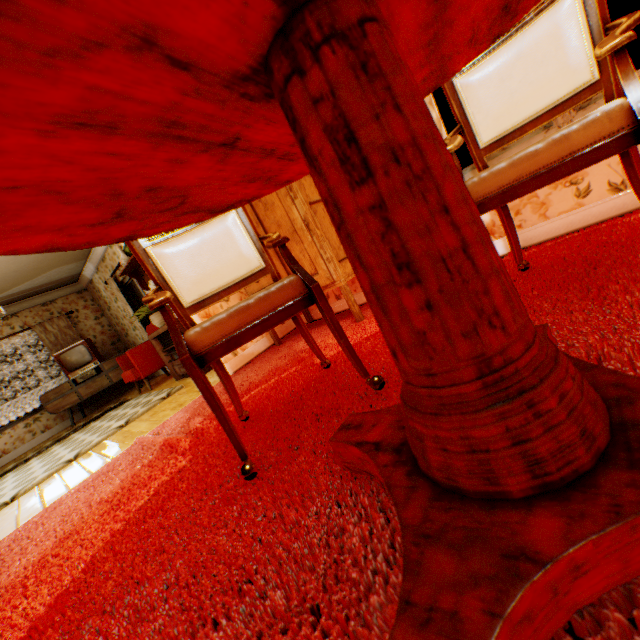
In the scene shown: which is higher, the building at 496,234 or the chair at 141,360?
the chair at 141,360

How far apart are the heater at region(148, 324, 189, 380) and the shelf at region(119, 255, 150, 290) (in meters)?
0.72

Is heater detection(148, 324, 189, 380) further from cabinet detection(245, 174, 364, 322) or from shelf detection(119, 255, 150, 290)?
cabinet detection(245, 174, 364, 322)

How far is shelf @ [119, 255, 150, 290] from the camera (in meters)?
5.01

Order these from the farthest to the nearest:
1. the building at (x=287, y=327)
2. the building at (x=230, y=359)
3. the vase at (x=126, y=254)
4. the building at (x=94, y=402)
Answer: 1. the building at (x=94, y=402)
2. the vase at (x=126, y=254)
3. the building at (x=287, y=327)
4. the building at (x=230, y=359)

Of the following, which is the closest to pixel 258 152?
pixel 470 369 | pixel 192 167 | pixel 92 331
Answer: pixel 192 167

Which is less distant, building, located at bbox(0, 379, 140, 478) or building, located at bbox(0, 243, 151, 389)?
building, located at bbox(0, 379, 140, 478)

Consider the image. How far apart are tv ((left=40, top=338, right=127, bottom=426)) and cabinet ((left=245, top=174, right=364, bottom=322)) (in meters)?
5.55
